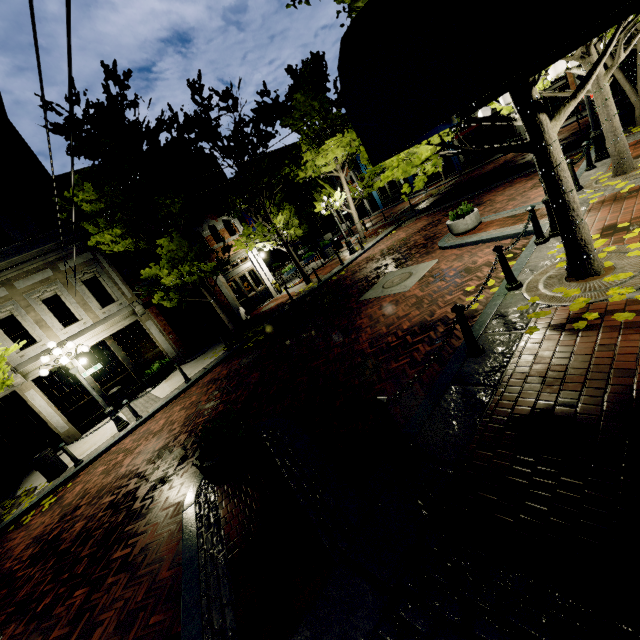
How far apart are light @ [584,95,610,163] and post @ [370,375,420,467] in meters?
11.5 m

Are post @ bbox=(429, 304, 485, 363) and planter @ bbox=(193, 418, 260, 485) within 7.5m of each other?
yes

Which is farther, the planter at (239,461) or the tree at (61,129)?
the tree at (61,129)

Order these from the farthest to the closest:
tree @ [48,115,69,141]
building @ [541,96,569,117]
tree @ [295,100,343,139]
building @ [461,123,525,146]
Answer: building @ [461,123,525,146]
building @ [541,96,569,117]
tree @ [295,100,343,139]
tree @ [48,115,69,141]

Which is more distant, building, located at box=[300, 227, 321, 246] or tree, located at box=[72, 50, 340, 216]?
building, located at box=[300, 227, 321, 246]

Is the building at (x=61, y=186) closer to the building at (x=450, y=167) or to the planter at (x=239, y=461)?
the planter at (x=239, y=461)

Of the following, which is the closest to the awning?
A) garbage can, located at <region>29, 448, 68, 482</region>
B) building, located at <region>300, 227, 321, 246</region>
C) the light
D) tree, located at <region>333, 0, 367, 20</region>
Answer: tree, located at <region>333, 0, 367, 20</region>

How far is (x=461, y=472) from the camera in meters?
3.2
